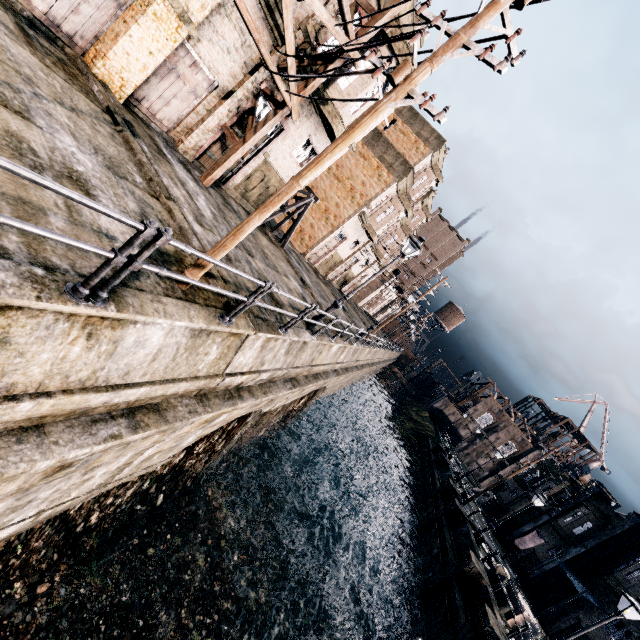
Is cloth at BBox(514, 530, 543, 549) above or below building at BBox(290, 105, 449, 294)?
below

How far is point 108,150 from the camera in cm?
759

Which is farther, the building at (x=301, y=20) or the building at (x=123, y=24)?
the building at (x=301, y=20)

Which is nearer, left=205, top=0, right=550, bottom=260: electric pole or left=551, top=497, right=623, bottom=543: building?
left=205, top=0, right=550, bottom=260: electric pole

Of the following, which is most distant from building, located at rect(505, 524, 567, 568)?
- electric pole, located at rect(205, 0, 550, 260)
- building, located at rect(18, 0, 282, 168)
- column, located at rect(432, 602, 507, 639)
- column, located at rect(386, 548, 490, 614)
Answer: electric pole, located at rect(205, 0, 550, 260)

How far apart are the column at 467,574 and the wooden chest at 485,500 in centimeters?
2566cm

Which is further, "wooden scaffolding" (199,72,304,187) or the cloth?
the cloth

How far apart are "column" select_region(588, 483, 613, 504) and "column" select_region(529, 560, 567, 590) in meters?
4.6 m
